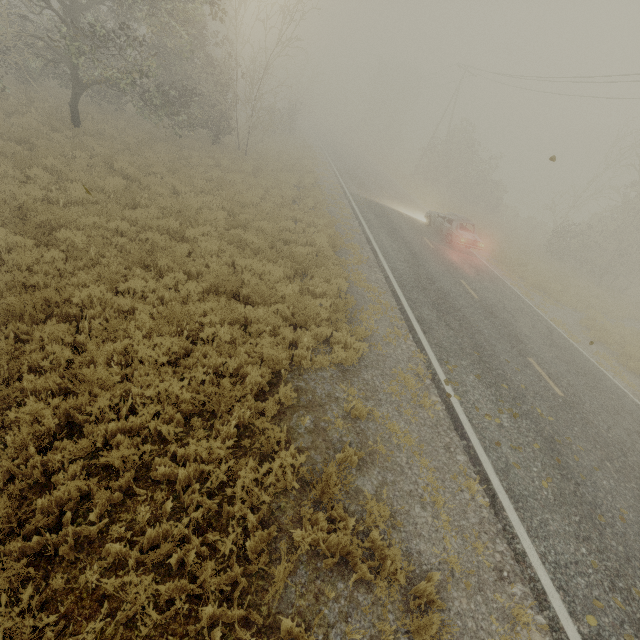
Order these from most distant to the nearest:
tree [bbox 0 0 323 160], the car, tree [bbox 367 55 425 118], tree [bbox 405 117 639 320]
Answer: tree [bbox 367 55 425 118] < tree [bbox 405 117 639 320] < the car < tree [bbox 0 0 323 160]

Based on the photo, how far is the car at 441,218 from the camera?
17.5m

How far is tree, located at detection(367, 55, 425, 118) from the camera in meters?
55.3

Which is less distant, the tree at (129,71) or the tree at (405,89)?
the tree at (129,71)

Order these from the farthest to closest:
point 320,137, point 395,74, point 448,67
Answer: point 395,74 → point 320,137 → point 448,67

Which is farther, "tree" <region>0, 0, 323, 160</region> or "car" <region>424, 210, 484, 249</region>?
"car" <region>424, 210, 484, 249</region>

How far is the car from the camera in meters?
17.5 m

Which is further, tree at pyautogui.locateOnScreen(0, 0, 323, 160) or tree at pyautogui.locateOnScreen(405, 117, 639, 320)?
tree at pyautogui.locateOnScreen(405, 117, 639, 320)
